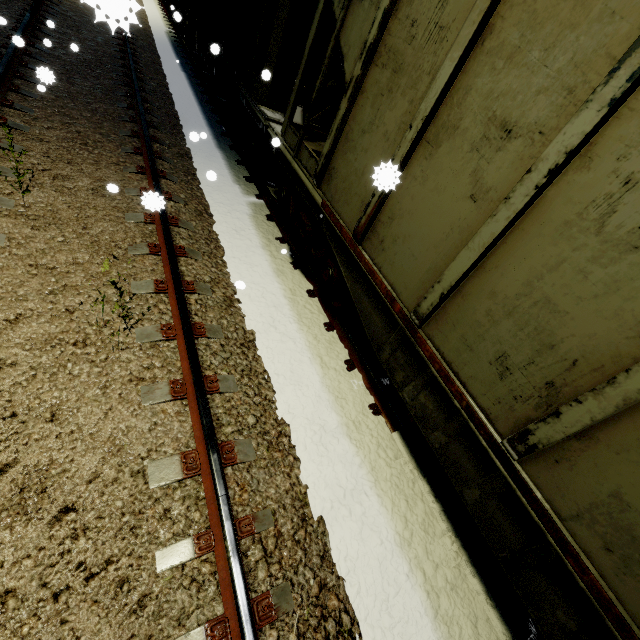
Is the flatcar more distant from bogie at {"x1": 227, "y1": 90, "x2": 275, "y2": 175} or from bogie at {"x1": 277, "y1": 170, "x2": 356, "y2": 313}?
bogie at {"x1": 227, "y1": 90, "x2": 275, "y2": 175}

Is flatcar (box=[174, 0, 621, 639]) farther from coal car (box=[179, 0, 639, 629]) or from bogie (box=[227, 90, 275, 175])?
bogie (box=[227, 90, 275, 175])

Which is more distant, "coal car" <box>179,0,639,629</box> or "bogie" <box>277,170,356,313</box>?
"bogie" <box>277,170,356,313</box>

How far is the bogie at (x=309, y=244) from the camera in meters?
4.2

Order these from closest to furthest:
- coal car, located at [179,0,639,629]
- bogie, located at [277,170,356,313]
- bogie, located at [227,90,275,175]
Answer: coal car, located at [179,0,639,629] < bogie, located at [277,170,356,313] < bogie, located at [227,90,275,175]

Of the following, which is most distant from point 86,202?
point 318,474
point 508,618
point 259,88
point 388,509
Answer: point 508,618

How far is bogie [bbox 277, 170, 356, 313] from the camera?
4.2m

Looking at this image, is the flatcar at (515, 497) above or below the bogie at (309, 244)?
above
